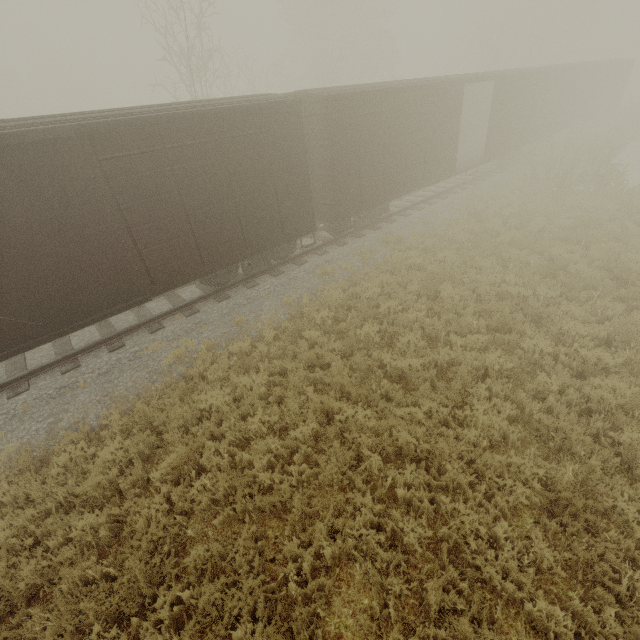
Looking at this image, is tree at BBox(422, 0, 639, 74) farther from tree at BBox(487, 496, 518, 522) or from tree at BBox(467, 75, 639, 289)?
tree at BBox(467, 75, 639, 289)

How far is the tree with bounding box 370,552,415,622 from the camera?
3.72m

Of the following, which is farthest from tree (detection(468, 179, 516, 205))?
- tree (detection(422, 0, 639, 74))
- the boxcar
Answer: tree (detection(422, 0, 639, 74))

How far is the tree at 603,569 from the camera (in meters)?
3.67

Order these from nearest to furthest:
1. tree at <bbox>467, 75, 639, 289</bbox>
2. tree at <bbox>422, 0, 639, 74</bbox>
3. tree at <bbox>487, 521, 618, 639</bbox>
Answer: tree at <bbox>487, 521, 618, 639</bbox> → tree at <bbox>467, 75, 639, 289</bbox> → tree at <bbox>422, 0, 639, 74</bbox>

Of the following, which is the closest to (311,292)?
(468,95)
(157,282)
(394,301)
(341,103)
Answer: (394,301)

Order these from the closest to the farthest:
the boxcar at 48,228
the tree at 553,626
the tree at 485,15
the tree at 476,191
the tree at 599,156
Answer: the tree at 553,626 → the boxcar at 48,228 → the tree at 599,156 → the tree at 476,191 → the tree at 485,15
